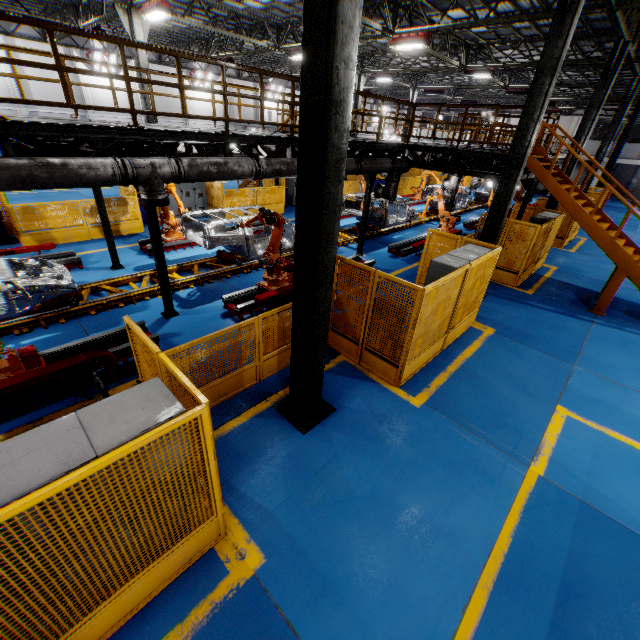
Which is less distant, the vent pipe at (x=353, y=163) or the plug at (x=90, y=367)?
the plug at (x=90, y=367)

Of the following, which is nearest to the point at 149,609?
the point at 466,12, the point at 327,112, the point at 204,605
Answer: the point at 204,605

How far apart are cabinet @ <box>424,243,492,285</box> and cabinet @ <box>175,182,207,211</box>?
13.38m

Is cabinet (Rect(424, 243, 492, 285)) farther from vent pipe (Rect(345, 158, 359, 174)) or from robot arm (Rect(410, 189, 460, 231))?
robot arm (Rect(410, 189, 460, 231))

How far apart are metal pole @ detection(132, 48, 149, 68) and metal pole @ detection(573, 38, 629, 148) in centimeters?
1789cm

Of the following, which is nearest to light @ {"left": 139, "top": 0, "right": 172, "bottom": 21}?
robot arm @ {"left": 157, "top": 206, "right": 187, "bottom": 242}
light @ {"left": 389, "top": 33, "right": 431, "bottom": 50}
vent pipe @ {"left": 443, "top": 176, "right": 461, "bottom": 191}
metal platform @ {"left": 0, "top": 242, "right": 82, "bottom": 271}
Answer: robot arm @ {"left": 157, "top": 206, "right": 187, "bottom": 242}

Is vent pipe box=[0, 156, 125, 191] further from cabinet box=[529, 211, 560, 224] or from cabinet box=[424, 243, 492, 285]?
cabinet box=[529, 211, 560, 224]

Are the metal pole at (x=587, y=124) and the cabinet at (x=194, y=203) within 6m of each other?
no
